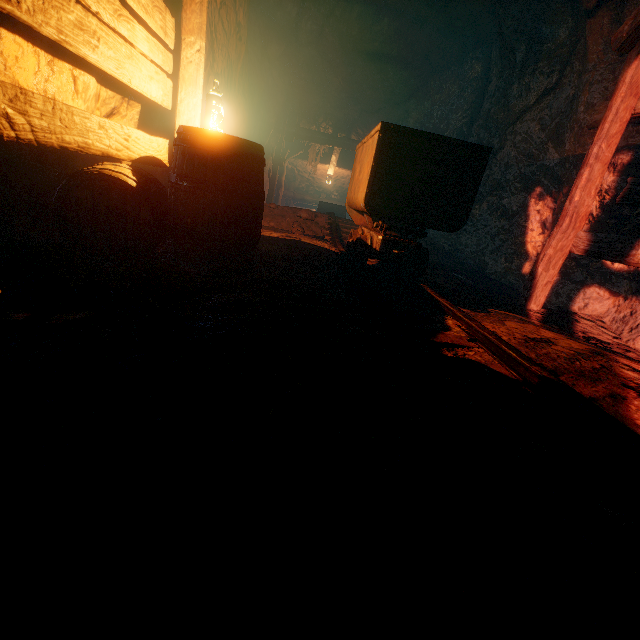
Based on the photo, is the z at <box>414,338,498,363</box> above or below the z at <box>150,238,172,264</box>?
above

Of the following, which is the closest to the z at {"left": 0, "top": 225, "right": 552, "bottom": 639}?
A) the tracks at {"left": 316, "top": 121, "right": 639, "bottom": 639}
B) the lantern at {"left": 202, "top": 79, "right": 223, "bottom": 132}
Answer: A: the tracks at {"left": 316, "top": 121, "right": 639, "bottom": 639}

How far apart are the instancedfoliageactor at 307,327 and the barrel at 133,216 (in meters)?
1.00

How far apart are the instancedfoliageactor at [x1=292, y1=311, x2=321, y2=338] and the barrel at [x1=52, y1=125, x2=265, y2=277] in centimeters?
100cm

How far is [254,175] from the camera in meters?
2.3

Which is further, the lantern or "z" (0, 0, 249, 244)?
the lantern

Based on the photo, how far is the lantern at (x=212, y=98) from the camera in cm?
271
